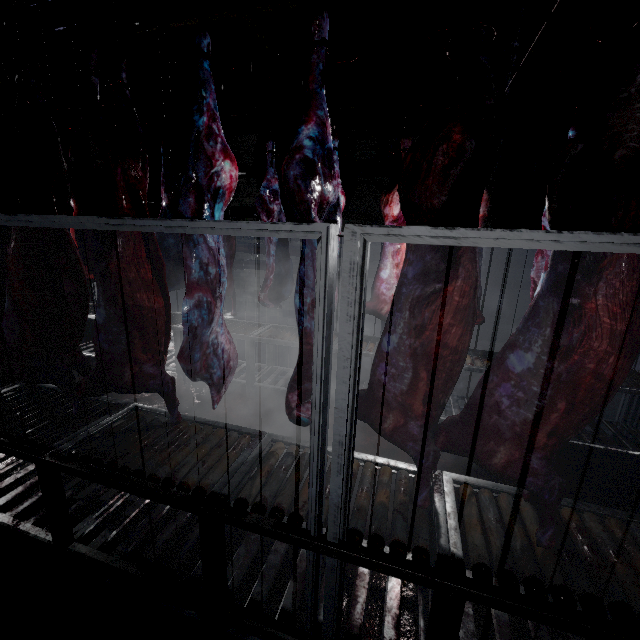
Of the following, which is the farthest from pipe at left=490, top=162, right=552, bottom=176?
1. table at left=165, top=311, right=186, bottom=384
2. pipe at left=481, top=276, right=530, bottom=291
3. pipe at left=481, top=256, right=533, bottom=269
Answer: table at left=165, top=311, right=186, bottom=384

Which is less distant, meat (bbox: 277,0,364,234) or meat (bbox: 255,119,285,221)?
meat (bbox: 277,0,364,234)

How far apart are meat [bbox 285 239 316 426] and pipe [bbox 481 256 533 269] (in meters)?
4.94

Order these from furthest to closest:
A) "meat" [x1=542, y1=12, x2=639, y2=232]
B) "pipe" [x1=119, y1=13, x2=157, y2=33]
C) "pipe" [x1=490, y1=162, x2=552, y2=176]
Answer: "pipe" [x1=490, y1=162, x2=552, y2=176] < "pipe" [x1=119, y1=13, x2=157, y2=33] < "meat" [x1=542, y1=12, x2=639, y2=232]

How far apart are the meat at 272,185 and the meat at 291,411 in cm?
177

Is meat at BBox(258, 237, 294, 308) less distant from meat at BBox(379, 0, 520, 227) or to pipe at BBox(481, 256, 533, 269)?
meat at BBox(379, 0, 520, 227)

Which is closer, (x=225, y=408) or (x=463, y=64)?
(x=463, y=64)

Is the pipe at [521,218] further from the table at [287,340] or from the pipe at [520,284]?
the table at [287,340]
